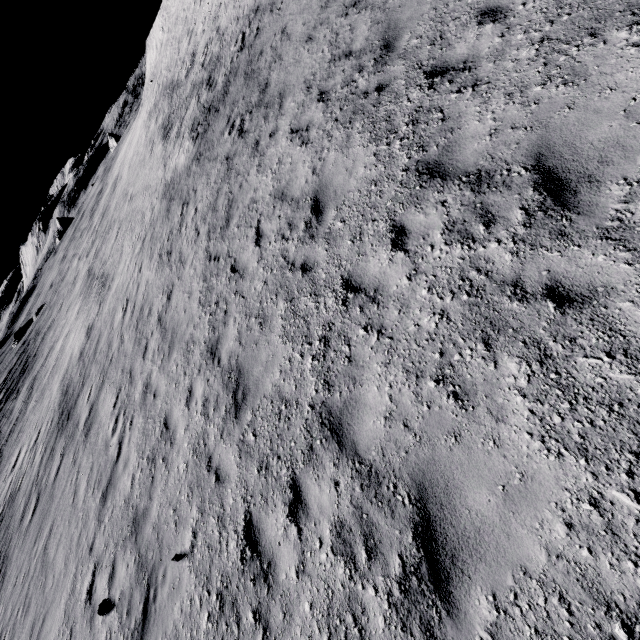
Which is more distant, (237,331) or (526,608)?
(237,331)
